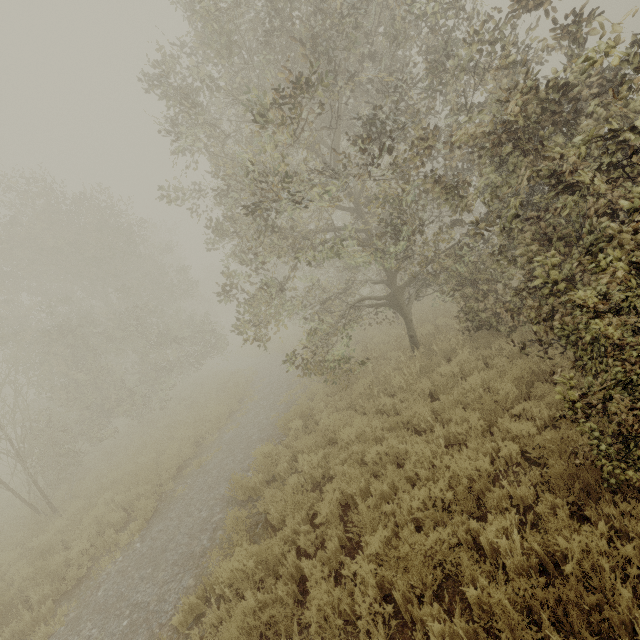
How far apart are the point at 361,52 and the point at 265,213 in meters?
6.0 m
